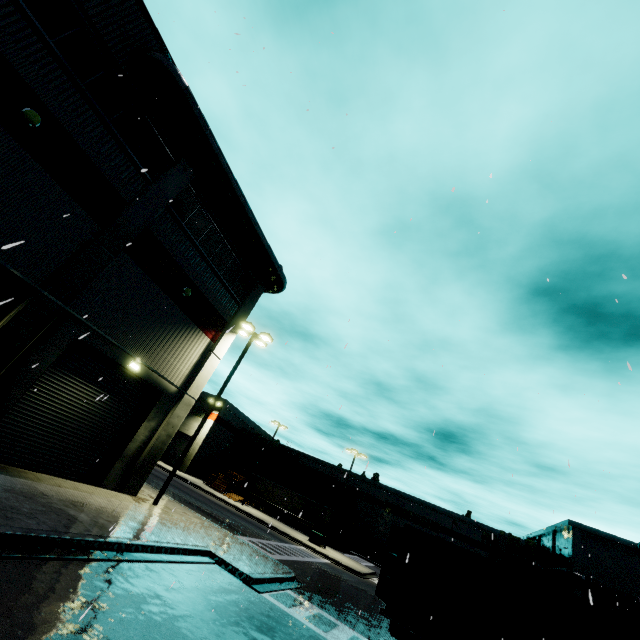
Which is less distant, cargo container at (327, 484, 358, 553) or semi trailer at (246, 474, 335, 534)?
semi trailer at (246, 474, 335, 534)

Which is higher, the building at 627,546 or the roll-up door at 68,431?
the building at 627,546

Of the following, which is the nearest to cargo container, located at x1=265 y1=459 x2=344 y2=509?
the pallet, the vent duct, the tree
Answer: the vent duct

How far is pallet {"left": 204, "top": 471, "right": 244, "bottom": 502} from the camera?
38.54m

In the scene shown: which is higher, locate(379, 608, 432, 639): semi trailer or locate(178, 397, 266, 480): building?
locate(178, 397, 266, 480): building

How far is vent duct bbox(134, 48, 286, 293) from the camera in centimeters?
1198cm

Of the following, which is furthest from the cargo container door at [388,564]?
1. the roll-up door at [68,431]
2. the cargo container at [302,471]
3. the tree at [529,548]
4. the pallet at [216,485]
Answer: the tree at [529,548]

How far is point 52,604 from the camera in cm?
532
